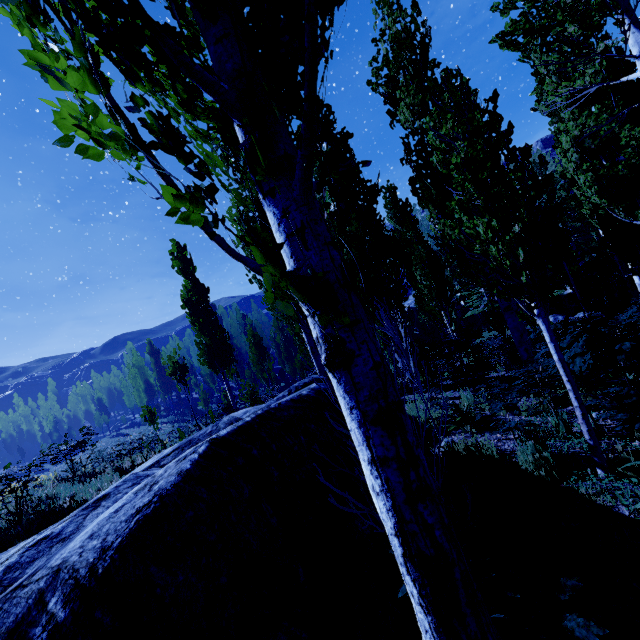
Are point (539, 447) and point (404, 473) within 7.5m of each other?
yes

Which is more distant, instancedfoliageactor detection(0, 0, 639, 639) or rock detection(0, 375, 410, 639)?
rock detection(0, 375, 410, 639)

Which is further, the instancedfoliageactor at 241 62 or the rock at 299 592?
the rock at 299 592
